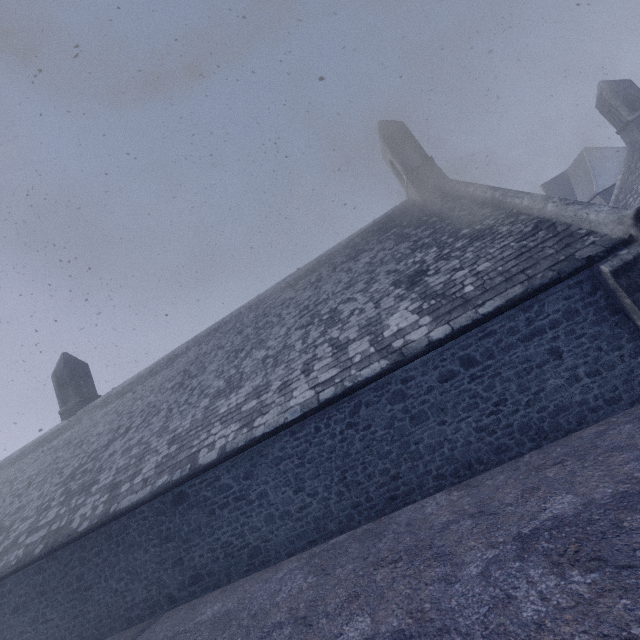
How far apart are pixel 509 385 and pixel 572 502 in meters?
2.7
